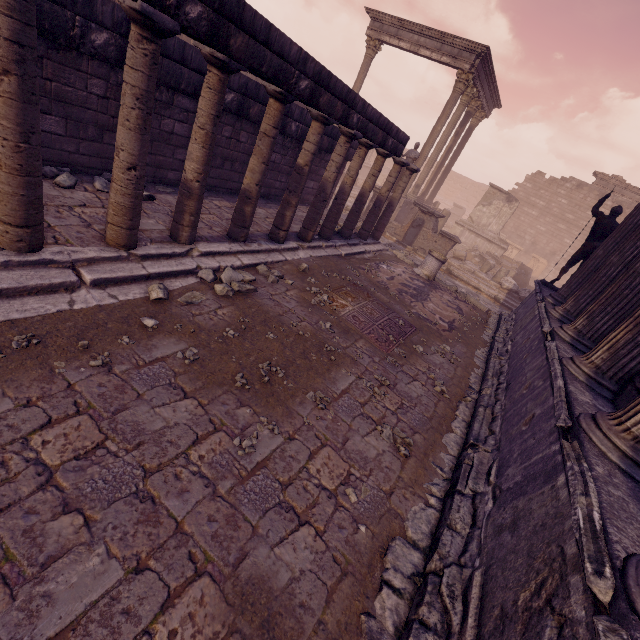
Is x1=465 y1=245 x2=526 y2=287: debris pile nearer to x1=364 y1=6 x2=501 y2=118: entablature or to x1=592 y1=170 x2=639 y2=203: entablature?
x1=364 y1=6 x2=501 y2=118: entablature

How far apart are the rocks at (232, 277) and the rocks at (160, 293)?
0.23m

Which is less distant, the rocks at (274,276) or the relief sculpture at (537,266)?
the rocks at (274,276)

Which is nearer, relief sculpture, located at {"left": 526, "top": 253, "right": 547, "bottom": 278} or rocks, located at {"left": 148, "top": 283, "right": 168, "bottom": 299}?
rocks, located at {"left": 148, "top": 283, "right": 168, "bottom": 299}

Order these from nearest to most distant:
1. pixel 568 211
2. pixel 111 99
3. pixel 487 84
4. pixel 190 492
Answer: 1. pixel 190 492
2. pixel 111 99
3. pixel 487 84
4. pixel 568 211

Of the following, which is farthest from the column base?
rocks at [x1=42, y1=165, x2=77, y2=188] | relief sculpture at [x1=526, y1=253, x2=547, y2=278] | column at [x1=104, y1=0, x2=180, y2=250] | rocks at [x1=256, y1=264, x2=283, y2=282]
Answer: relief sculpture at [x1=526, y1=253, x2=547, y2=278]

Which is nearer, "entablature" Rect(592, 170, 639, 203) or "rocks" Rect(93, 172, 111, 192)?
"rocks" Rect(93, 172, 111, 192)

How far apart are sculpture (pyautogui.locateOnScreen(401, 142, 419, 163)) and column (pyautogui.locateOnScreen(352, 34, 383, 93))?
4.4 meters
